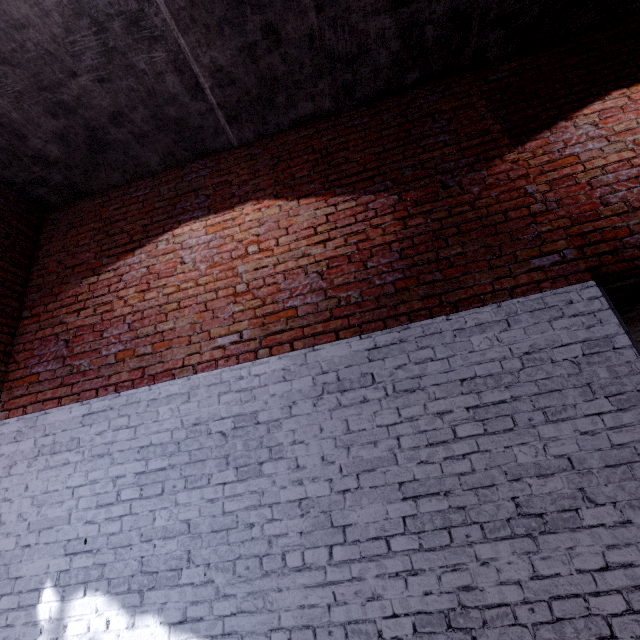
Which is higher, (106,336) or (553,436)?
(106,336)
